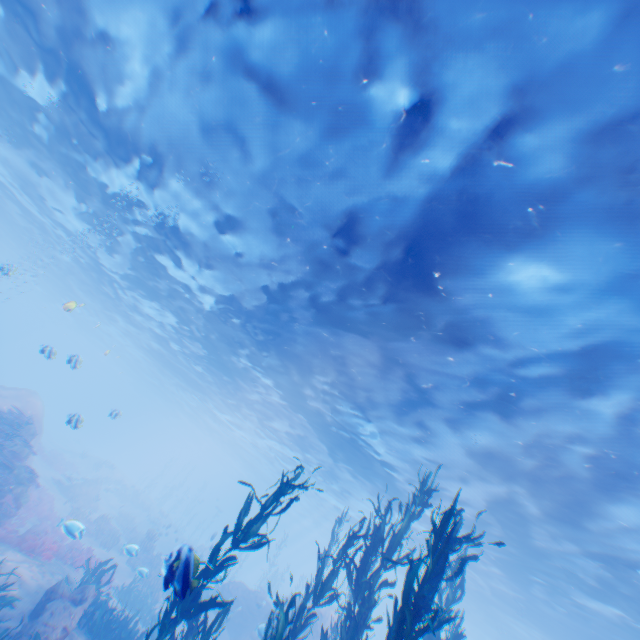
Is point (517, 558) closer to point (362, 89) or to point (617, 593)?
point (617, 593)

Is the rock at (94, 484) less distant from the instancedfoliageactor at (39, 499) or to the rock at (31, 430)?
the rock at (31, 430)

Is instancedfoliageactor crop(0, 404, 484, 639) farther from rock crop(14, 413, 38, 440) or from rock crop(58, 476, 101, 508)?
rock crop(58, 476, 101, 508)

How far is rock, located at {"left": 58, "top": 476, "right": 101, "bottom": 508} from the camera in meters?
24.6

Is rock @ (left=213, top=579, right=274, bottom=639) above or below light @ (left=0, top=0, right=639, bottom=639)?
below

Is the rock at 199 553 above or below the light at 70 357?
below

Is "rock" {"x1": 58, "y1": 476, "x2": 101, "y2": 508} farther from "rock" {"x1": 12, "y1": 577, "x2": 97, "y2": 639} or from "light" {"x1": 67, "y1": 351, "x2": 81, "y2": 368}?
"light" {"x1": 67, "y1": 351, "x2": 81, "y2": 368}

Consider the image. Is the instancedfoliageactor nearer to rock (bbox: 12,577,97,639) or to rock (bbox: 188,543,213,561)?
rock (bbox: 12,577,97,639)
